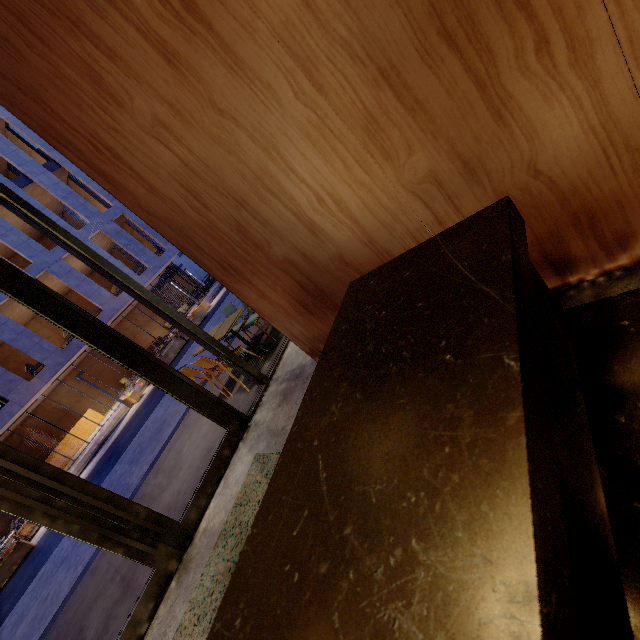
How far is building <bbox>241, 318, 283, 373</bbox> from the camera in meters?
5.1 m

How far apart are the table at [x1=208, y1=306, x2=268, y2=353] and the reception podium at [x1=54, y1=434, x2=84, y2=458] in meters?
21.0

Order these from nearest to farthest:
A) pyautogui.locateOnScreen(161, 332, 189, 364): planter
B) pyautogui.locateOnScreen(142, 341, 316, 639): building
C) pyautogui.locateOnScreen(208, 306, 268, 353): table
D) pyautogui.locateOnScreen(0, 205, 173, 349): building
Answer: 1. pyautogui.locateOnScreen(142, 341, 316, 639): building
2. pyautogui.locateOnScreen(208, 306, 268, 353): table
3. pyautogui.locateOnScreen(161, 332, 189, 364): planter
4. pyautogui.locateOnScreen(0, 205, 173, 349): building

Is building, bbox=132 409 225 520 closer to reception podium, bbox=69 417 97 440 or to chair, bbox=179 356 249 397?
chair, bbox=179 356 249 397

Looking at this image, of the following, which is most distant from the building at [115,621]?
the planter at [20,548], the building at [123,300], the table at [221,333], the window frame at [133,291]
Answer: the building at [123,300]

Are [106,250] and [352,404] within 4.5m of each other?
no

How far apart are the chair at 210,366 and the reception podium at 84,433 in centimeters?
2110cm
